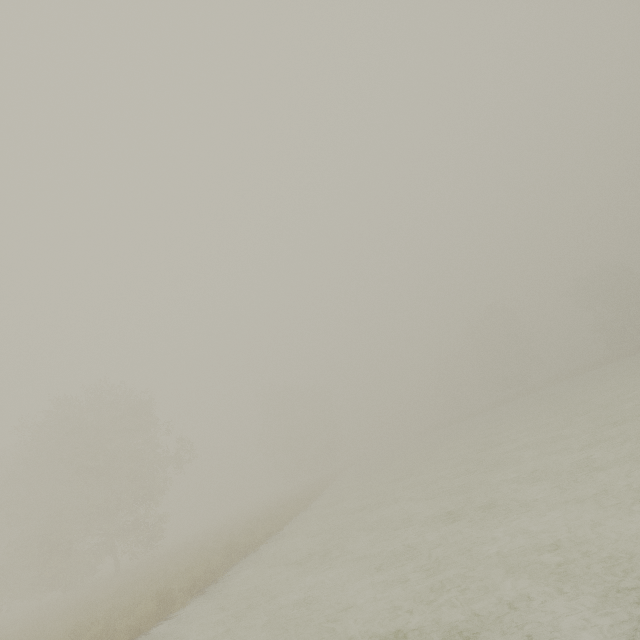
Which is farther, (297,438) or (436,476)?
(297,438)
